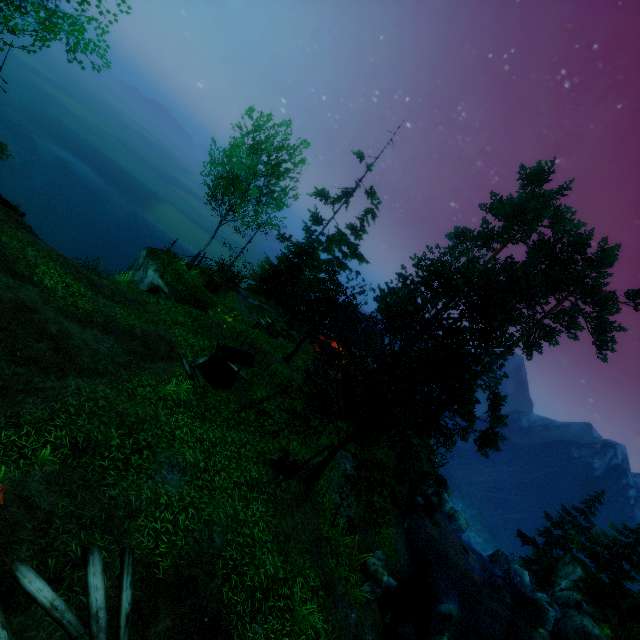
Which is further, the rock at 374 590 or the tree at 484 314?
the tree at 484 314

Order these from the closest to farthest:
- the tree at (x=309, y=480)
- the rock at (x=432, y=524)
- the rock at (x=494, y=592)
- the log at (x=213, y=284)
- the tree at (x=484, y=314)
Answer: the tree at (x=484, y=314), the tree at (x=309, y=480), the rock at (x=494, y=592), the rock at (x=432, y=524), the log at (x=213, y=284)

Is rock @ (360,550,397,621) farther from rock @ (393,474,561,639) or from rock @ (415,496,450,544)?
rock @ (393,474,561,639)

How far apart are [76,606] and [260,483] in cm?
610

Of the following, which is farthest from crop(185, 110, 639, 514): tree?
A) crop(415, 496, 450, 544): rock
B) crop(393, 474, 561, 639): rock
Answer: crop(415, 496, 450, 544): rock

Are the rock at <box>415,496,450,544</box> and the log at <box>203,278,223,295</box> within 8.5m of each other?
no

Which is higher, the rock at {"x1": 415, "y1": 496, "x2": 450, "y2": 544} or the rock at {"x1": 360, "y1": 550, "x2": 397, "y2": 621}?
the rock at {"x1": 360, "y1": 550, "x2": 397, "y2": 621}

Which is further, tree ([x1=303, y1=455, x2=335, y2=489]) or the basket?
tree ([x1=303, y1=455, x2=335, y2=489])
